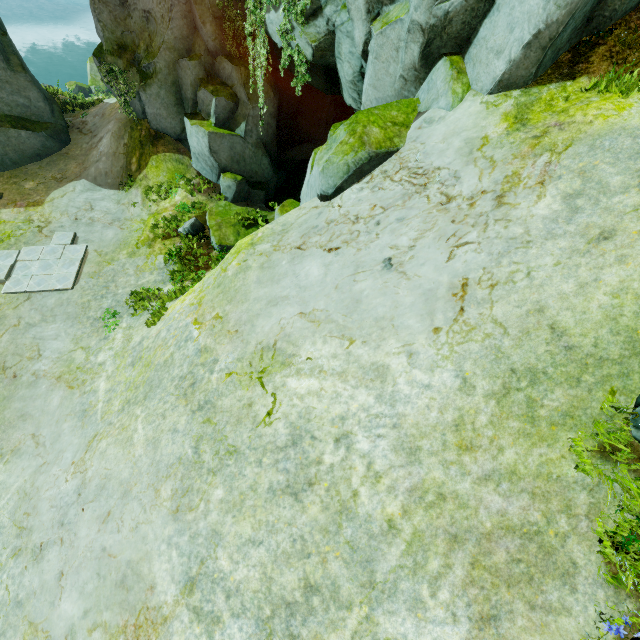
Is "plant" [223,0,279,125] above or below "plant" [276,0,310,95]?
below

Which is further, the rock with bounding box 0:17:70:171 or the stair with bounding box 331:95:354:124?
the stair with bounding box 331:95:354:124

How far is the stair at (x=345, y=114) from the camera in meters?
19.6

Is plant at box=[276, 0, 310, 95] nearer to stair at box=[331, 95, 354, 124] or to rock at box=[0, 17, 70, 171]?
rock at box=[0, 17, 70, 171]

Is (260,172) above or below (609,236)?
below

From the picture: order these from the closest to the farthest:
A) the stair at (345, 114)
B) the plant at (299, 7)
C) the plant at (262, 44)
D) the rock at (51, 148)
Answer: the plant at (299, 7) → the plant at (262, 44) → the rock at (51, 148) → the stair at (345, 114)
